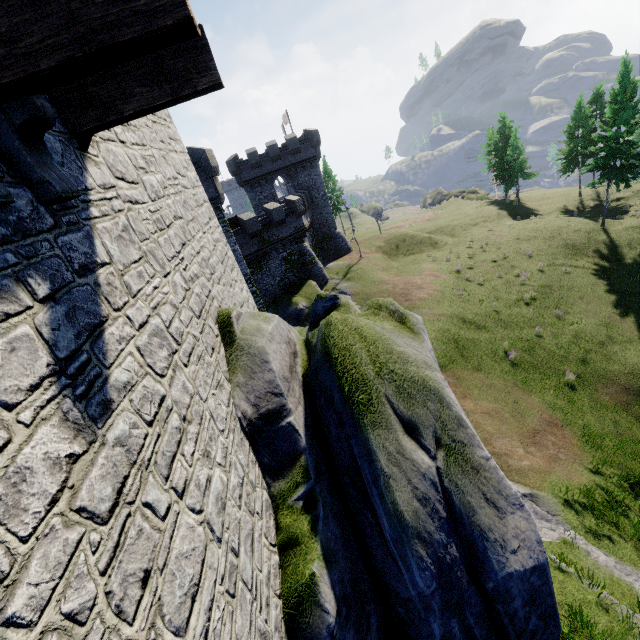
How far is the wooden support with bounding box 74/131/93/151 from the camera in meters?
3.6 m

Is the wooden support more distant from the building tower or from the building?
the building

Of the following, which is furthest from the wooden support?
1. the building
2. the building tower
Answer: the building

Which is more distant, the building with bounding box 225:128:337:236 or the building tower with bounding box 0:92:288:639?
the building with bounding box 225:128:337:236

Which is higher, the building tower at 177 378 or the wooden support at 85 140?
the wooden support at 85 140

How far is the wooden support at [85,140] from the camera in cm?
364

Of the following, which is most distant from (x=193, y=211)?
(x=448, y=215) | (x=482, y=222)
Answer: (x=448, y=215)

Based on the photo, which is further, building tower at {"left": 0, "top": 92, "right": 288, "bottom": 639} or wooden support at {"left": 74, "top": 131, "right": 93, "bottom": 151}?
wooden support at {"left": 74, "top": 131, "right": 93, "bottom": 151}
